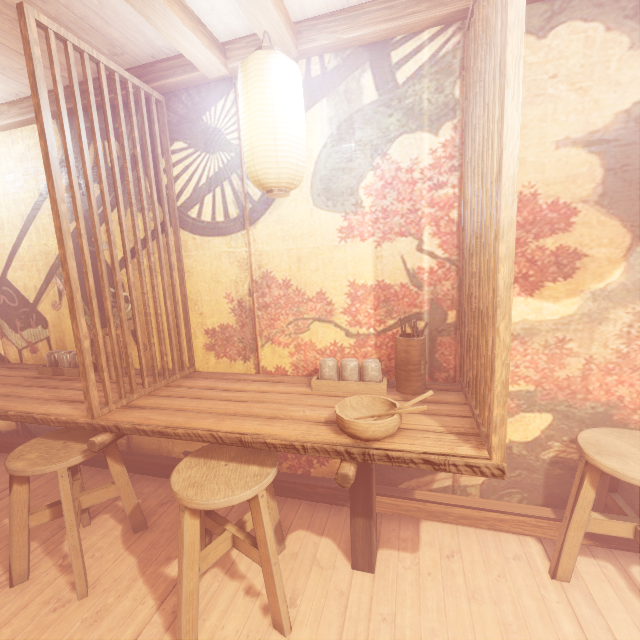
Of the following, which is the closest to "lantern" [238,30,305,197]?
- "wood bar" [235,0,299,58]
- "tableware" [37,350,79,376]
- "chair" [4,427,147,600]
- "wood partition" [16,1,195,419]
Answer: "wood bar" [235,0,299,58]

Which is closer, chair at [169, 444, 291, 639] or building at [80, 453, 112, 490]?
chair at [169, 444, 291, 639]

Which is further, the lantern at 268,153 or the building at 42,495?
the building at 42,495

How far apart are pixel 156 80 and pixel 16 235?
3.4 meters

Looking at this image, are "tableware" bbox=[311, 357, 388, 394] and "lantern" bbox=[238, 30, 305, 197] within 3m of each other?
yes

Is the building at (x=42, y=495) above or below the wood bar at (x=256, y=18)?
below

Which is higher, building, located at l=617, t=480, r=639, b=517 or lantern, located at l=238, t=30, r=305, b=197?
lantern, located at l=238, t=30, r=305, b=197

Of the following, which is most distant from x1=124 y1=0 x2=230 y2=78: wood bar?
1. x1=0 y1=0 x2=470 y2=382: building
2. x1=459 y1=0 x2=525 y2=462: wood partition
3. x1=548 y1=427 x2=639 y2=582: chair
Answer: x1=548 y1=427 x2=639 y2=582: chair
